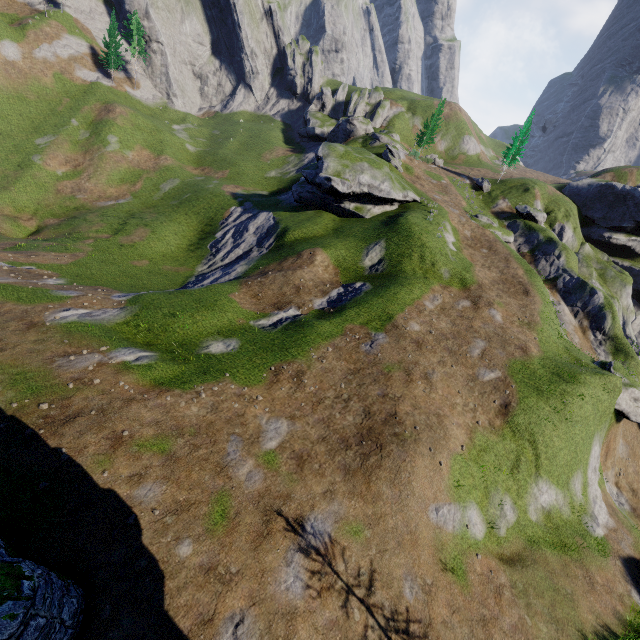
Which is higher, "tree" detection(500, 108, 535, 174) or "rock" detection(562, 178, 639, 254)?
"tree" detection(500, 108, 535, 174)

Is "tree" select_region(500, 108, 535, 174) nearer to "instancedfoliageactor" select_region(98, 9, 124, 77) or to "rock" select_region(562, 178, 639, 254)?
"rock" select_region(562, 178, 639, 254)

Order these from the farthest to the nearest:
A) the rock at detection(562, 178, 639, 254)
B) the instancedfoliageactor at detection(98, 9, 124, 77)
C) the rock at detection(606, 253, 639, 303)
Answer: the instancedfoliageactor at detection(98, 9, 124, 77) < the rock at detection(606, 253, 639, 303) < the rock at detection(562, 178, 639, 254)

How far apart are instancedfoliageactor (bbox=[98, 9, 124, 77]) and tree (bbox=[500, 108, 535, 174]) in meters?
69.0 m

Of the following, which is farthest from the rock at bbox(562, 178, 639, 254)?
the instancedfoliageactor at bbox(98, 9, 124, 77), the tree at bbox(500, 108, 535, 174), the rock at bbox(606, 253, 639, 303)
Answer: the instancedfoliageactor at bbox(98, 9, 124, 77)

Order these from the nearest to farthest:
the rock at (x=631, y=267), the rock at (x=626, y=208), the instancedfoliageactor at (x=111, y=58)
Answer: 1. the rock at (x=626, y=208)
2. the rock at (x=631, y=267)
3. the instancedfoliageactor at (x=111, y=58)

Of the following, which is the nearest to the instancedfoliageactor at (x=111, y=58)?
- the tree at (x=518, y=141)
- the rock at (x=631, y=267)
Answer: the tree at (x=518, y=141)

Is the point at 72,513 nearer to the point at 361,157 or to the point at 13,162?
the point at 361,157
